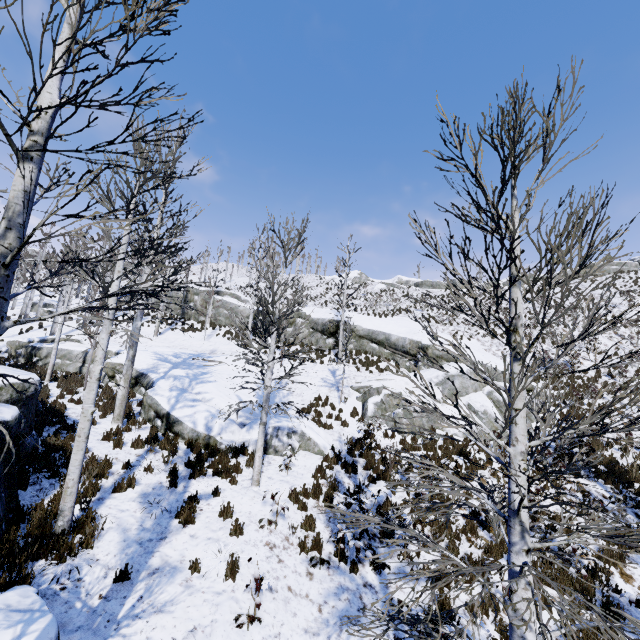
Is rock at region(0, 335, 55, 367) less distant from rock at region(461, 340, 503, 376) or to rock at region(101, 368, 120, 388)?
rock at region(101, 368, 120, 388)

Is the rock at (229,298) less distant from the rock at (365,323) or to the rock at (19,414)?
the rock at (365,323)

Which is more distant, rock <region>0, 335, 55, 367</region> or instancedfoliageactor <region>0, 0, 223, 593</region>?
rock <region>0, 335, 55, 367</region>

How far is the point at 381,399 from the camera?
15.5 meters

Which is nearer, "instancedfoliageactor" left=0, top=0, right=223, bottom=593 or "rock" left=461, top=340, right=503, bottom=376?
"instancedfoliageactor" left=0, top=0, right=223, bottom=593

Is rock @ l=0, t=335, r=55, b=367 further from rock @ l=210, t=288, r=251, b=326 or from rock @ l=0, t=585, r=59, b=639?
rock @ l=210, t=288, r=251, b=326

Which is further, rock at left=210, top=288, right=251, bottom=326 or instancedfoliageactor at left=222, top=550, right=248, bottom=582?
rock at left=210, top=288, right=251, bottom=326

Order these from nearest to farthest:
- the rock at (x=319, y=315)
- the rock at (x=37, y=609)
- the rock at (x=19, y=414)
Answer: the rock at (x=37, y=609)
the rock at (x=19, y=414)
the rock at (x=319, y=315)
